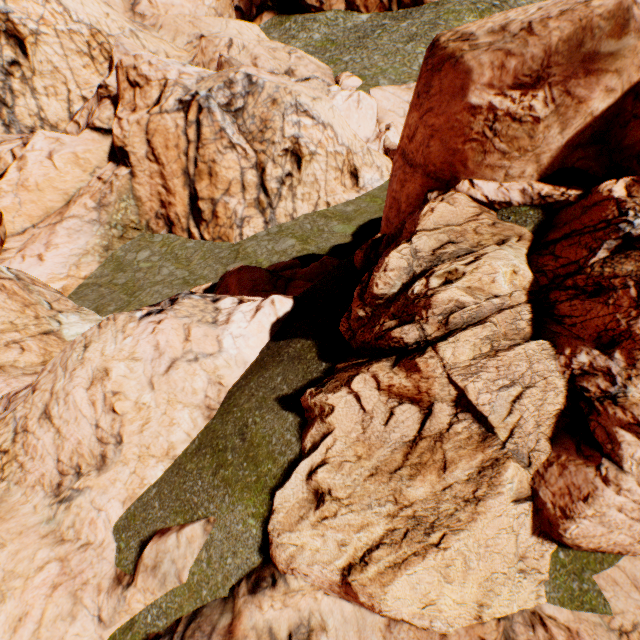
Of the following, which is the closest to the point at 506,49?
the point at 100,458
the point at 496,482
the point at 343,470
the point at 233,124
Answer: the point at 496,482
